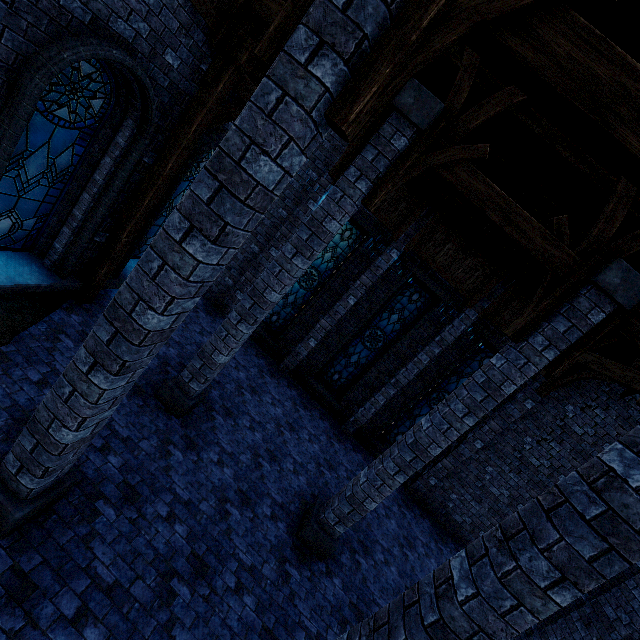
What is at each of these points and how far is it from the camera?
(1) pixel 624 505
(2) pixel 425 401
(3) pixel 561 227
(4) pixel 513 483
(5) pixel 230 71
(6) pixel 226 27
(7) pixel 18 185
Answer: (1) pillar, 2.3m
(2) window glass, 10.7m
(3) pillar, 4.9m
(4) building, 10.1m
(5) walkway, 5.7m
(6) building, 5.3m
(7) window glass, 5.2m

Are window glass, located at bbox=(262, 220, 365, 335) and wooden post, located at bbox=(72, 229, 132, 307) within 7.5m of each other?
yes

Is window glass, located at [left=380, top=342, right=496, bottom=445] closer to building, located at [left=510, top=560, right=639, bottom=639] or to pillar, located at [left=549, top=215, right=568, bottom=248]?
building, located at [left=510, top=560, right=639, bottom=639]

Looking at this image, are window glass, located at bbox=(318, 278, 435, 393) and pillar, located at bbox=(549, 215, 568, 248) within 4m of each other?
no

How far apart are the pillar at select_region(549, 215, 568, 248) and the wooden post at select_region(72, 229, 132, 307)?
7.83m

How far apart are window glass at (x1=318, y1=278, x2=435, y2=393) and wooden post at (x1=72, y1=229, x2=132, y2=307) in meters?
6.8

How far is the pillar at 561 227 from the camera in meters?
4.9 m

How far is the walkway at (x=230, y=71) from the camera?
5.7 meters
